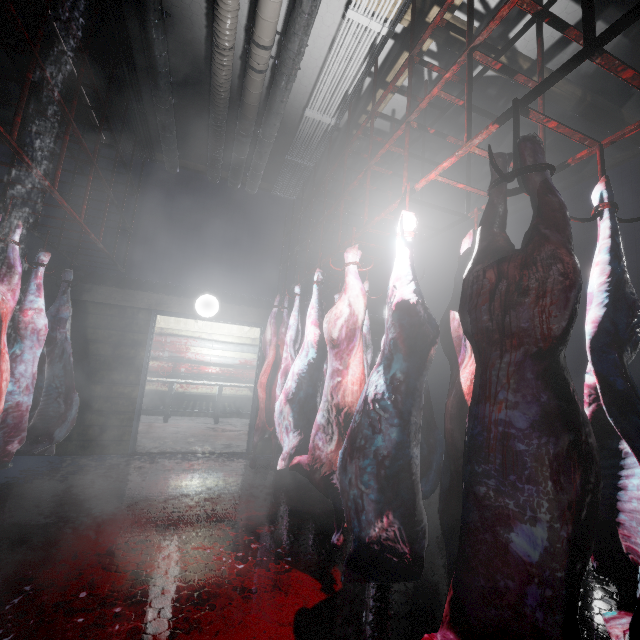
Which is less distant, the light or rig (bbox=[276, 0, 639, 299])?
rig (bbox=[276, 0, 639, 299])

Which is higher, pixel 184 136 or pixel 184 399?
pixel 184 136

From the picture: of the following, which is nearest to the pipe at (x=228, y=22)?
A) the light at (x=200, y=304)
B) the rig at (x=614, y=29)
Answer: the rig at (x=614, y=29)

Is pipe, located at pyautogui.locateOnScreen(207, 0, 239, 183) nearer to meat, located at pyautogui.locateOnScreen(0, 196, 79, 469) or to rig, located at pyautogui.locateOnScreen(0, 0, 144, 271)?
rig, located at pyautogui.locateOnScreen(0, 0, 144, 271)

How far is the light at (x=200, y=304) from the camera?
4.3m

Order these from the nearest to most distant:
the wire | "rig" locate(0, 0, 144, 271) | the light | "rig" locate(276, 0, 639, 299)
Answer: "rig" locate(276, 0, 639, 299) < "rig" locate(0, 0, 144, 271) < the wire < the light

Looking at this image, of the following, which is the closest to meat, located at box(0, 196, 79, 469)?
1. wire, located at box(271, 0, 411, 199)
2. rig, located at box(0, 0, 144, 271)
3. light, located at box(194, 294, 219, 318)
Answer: rig, located at box(0, 0, 144, 271)

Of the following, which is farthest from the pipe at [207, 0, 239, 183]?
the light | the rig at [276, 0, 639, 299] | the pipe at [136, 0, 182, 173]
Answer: the light
